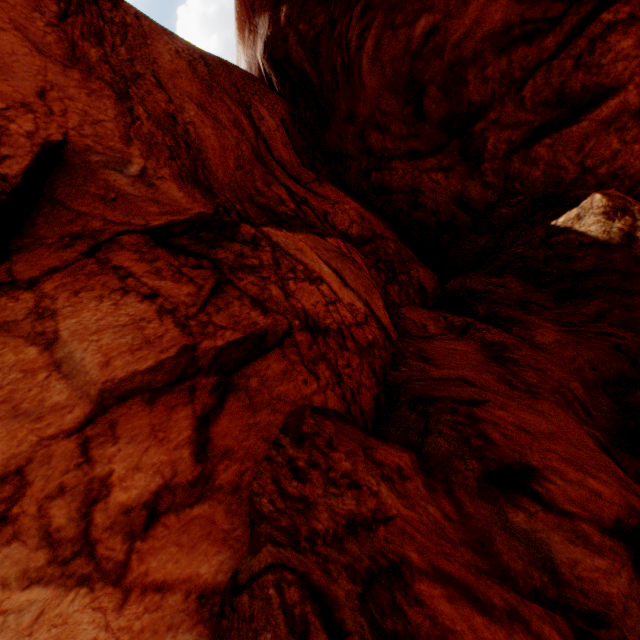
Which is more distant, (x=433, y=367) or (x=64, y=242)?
(x=433, y=367)
